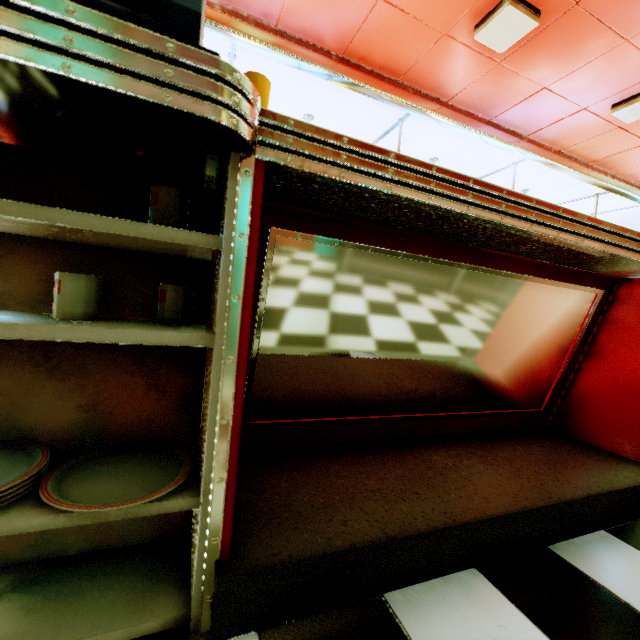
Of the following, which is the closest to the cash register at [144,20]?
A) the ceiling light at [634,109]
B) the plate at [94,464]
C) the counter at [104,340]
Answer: the counter at [104,340]

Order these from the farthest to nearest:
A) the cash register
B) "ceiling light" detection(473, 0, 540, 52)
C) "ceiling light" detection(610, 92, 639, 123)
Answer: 1. "ceiling light" detection(610, 92, 639, 123)
2. "ceiling light" detection(473, 0, 540, 52)
3. the cash register

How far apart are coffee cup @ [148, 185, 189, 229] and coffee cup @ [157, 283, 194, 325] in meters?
0.2 m

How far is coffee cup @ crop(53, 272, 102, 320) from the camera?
0.7 meters

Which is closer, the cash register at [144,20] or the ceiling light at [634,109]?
the cash register at [144,20]

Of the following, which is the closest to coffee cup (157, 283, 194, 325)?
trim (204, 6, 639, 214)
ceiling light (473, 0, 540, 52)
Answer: trim (204, 6, 639, 214)

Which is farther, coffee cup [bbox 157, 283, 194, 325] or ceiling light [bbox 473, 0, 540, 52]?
ceiling light [bbox 473, 0, 540, 52]

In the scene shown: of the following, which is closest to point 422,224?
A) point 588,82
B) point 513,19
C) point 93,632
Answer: point 93,632
